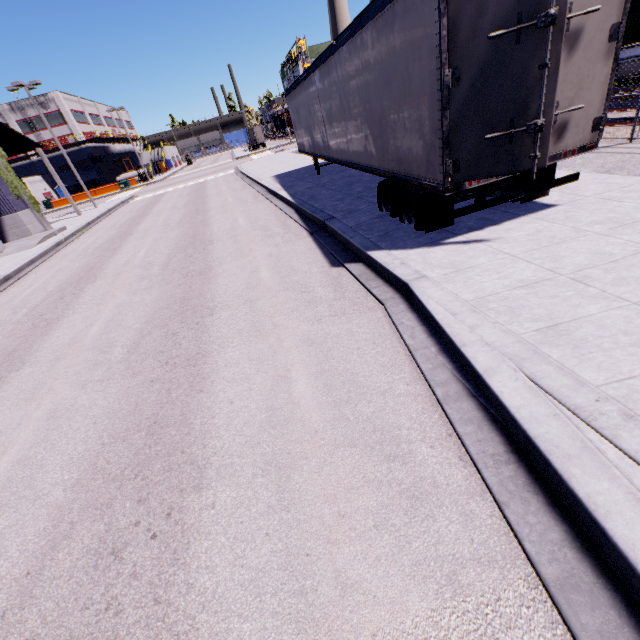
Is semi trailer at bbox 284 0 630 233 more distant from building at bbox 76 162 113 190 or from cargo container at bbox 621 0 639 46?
cargo container at bbox 621 0 639 46

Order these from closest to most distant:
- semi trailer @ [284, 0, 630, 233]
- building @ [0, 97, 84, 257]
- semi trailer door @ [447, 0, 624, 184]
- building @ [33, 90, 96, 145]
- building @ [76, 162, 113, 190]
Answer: semi trailer door @ [447, 0, 624, 184] < semi trailer @ [284, 0, 630, 233] < building @ [0, 97, 84, 257] < building @ [33, 90, 96, 145] < building @ [76, 162, 113, 190]

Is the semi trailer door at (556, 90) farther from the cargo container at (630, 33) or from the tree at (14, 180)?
the tree at (14, 180)

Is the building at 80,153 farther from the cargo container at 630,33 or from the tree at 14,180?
the cargo container at 630,33

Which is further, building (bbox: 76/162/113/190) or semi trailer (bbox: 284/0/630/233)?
building (bbox: 76/162/113/190)

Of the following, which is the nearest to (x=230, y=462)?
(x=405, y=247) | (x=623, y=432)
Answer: (x=623, y=432)

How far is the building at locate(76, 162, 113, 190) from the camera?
55.2m
